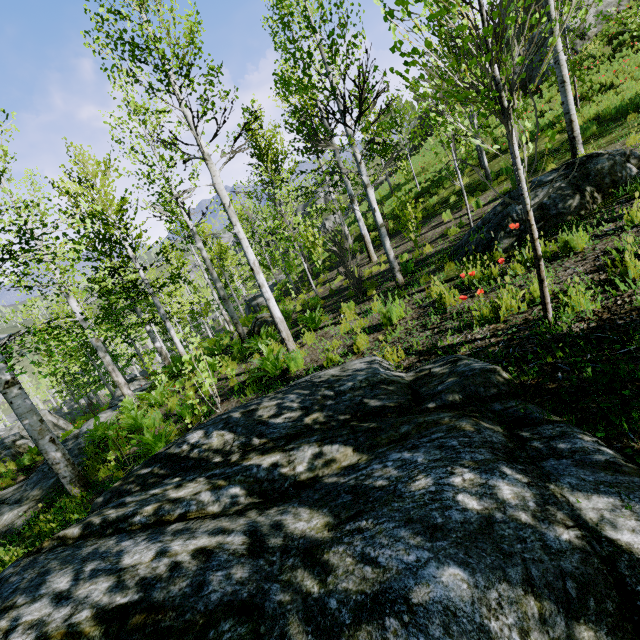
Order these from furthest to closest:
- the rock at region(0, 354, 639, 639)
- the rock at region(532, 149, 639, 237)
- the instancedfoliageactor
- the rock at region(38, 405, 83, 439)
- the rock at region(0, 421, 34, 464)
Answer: the rock at region(38, 405, 83, 439) → the rock at region(0, 421, 34, 464) → the rock at region(532, 149, 639, 237) → the instancedfoliageactor → the rock at region(0, 354, 639, 639)

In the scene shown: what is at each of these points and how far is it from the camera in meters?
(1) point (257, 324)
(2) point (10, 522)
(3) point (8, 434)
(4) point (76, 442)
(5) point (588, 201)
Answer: (1) rock, 13.0 m
(2) rock, 6.6 m
(3) rock, 22.6 m
(4) rock, 10.2 m
(5) rock, 5.3 m

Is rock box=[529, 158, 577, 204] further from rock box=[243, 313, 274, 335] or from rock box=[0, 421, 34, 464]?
rock box=[0, 421, 34, 464]

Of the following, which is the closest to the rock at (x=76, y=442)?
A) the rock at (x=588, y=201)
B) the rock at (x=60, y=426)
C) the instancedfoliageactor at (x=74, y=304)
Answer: the rock at (x=60, y=426)

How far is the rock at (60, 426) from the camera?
22.0 meters

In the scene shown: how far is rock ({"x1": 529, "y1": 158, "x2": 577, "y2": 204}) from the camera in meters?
5.7 m

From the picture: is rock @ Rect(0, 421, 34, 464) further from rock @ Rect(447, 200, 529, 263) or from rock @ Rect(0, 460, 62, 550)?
rock @ Rect(447, 200, 529, 263)

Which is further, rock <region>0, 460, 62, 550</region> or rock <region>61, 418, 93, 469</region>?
rock <region>61, 418, 93, 469</region>
